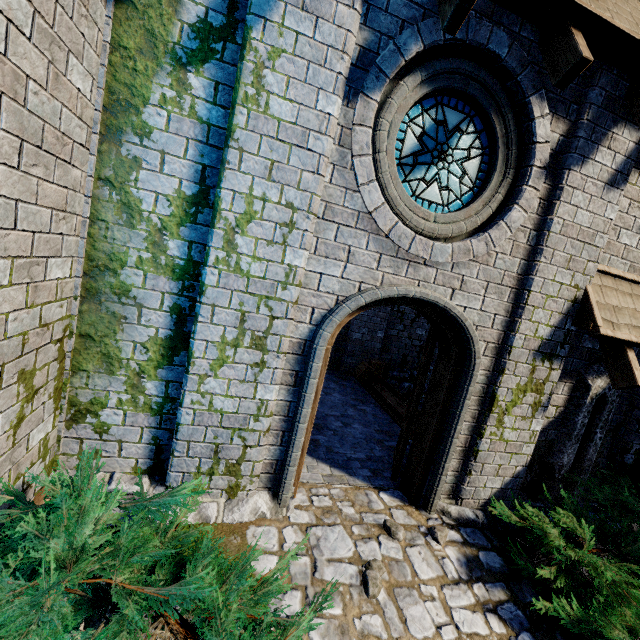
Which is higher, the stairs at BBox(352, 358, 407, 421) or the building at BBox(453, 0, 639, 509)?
the building at BBox(453, 0, 639, 509)

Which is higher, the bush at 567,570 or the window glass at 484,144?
the window glass at 484,144

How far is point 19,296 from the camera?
2.3 meters

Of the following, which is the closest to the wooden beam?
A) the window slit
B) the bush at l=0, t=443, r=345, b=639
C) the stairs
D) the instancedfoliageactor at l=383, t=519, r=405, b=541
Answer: the stairs

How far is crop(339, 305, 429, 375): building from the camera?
9.54m

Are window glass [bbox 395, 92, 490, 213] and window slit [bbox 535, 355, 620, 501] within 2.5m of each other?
no

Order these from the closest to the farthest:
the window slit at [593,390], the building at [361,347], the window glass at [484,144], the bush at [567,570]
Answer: the bush at [567,570] < the window glass at [484,144] < the window slit at [593,390] < the building at [361,347]

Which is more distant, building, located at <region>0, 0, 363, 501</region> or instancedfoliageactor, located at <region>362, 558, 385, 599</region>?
instancedfoliageactor, located at <region>362, 558, 385, 599</region>
